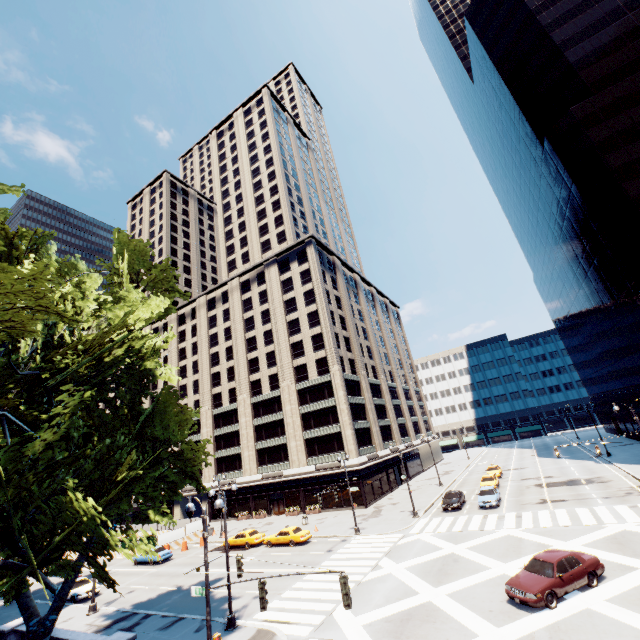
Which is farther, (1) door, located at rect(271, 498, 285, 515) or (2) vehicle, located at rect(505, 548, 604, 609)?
(1) door, located at rect(271, 498, 285, 515)

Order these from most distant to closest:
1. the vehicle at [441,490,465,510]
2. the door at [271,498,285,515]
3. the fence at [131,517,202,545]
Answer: the door at [271,498,285,515], the fence at [131,517,202,545], the vehicle at [441,490,465,510]

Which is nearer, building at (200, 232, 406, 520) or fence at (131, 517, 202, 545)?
fence at (131, 517, 202, 545)

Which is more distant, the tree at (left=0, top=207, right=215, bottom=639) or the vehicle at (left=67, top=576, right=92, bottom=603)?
the vehicle at (left=67, top=576, right=92, bottom=603)

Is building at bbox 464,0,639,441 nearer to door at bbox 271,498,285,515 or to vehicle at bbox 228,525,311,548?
vehicle at bbox 228,525,311,548

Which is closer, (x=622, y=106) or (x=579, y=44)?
(x=622, y=106)

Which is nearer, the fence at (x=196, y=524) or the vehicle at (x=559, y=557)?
the vehicle at (x=559, y=557)

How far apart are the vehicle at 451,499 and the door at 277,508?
24.4 meters
